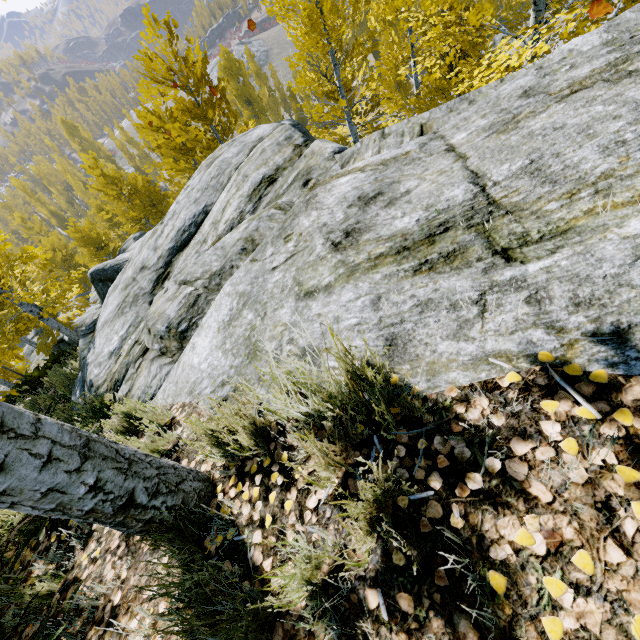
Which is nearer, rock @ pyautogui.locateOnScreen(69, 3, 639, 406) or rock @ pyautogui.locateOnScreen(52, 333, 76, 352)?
rock @ pyautogui.locateOnScreen(69, 3, 639, 406)

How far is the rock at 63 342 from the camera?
18.4m

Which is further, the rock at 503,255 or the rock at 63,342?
the rock at 63,342

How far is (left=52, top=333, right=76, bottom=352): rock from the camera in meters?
18.4

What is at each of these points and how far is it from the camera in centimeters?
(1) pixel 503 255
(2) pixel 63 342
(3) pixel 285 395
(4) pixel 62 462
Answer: (1) rock, 149cm
(2) rock, 1898cm
(3) instancedfoliageactor, 124cm
(4) instancedfoliageactor, 127cm

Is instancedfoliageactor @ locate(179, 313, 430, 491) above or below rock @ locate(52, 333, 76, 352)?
above

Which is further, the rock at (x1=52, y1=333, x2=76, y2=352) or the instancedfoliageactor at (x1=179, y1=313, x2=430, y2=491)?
the rock at (x1=52, y1=333, x2=76, y2=352)
